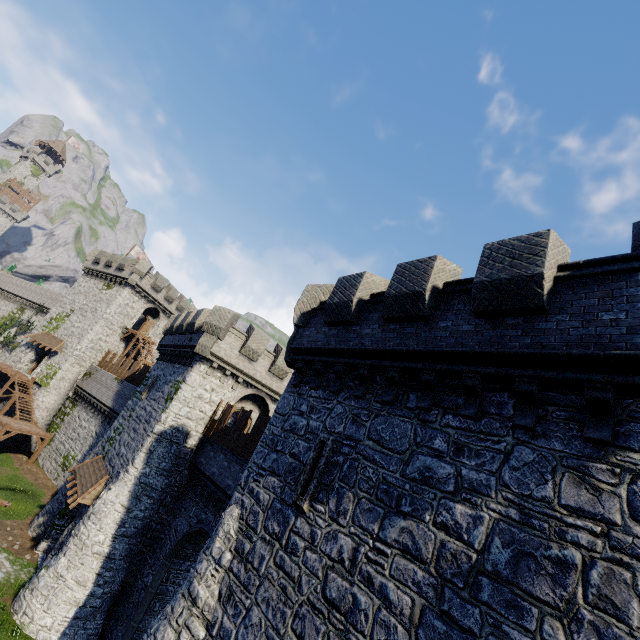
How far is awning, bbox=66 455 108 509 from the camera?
17.3 meters

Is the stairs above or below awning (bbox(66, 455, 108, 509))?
below

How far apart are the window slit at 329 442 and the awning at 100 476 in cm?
1546

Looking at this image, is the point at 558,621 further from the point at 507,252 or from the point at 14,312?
the point at 14,312

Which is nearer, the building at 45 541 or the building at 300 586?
the building at 300 586

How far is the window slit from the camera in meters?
7.9 m

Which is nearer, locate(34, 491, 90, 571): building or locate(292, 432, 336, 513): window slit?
locate(292, 432, 336, 513): window slit

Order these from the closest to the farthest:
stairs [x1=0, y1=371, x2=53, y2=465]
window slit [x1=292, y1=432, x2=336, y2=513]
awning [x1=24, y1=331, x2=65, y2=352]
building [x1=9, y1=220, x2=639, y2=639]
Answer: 1. building [x1=9, y1=220, x2=639, y2=639]
2. window slit [x1=292, y1=432, x2=336, y2=513]
3. stairs [x1=0, y1=371, x2=53, y2=465]
4. awning [x1=24, y1=331, x2=65, y2=352]
